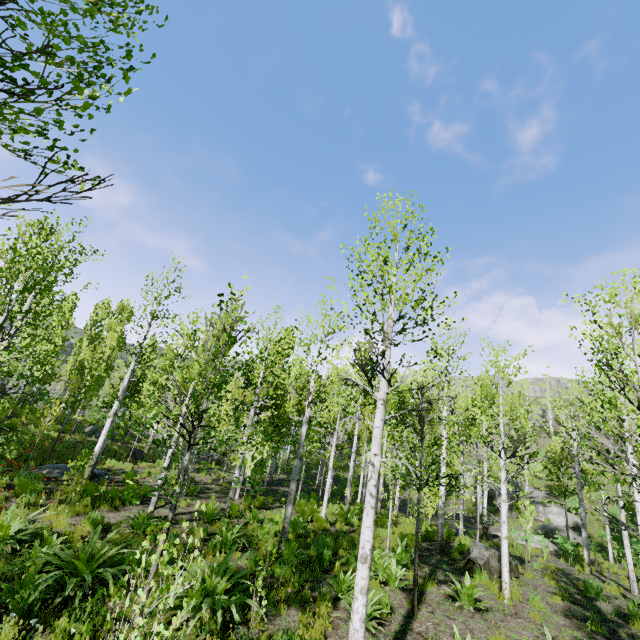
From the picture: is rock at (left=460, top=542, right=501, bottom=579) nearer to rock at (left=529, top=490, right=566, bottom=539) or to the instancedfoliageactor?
the instancedfoliageactor

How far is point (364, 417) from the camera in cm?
2341

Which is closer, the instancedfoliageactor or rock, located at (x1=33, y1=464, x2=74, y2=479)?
the instancedfoliageactor

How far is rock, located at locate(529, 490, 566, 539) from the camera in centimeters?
2442cm

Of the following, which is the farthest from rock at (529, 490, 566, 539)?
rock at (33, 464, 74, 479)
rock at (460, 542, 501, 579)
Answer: rock at (33, 464, 74, 479)

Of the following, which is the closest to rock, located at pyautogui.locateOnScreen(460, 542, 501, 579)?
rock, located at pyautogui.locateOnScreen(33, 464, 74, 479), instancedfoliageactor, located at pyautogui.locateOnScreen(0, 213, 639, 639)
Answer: instancedfoliageactor, located at pyautogui.locateOnScreen(0, 213, 639, 639)

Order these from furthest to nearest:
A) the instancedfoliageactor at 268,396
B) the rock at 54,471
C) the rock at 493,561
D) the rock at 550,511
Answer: the rock at 550,511 < the rock at 54,471 < the rock at 493,561 < the instancedfoliageactor at 268,396

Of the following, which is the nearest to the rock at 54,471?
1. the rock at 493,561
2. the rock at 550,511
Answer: the rock at 493,561
